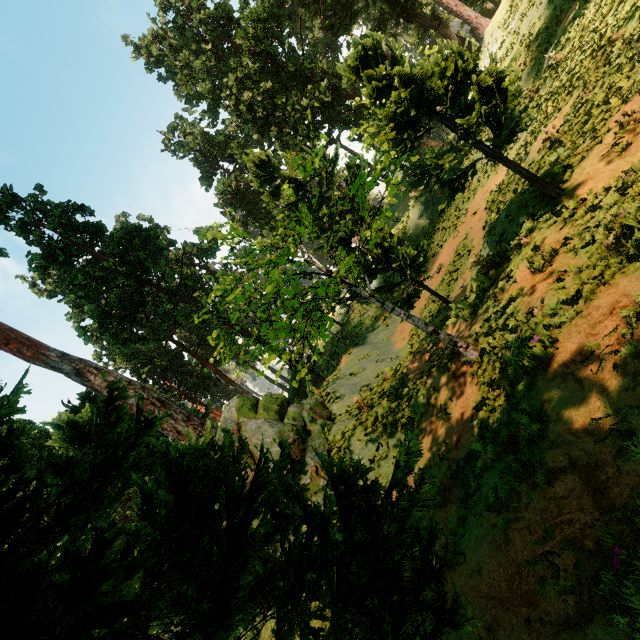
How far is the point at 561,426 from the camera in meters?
4.5 m
